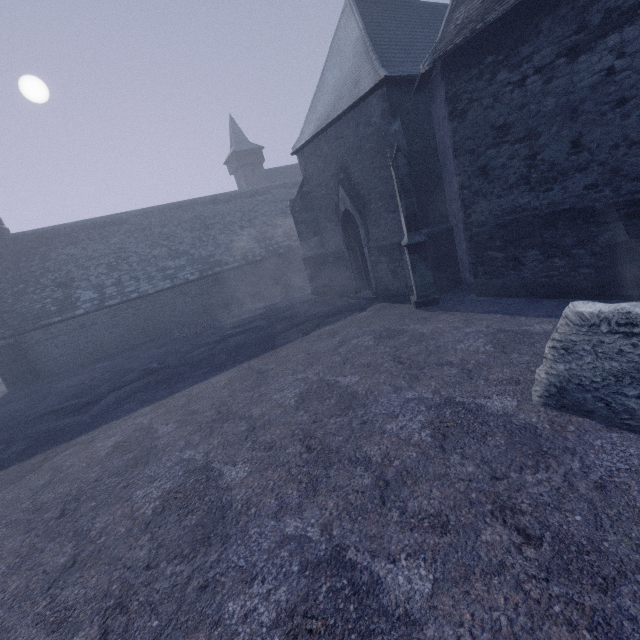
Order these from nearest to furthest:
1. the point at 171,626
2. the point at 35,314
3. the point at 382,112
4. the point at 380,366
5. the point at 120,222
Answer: the point at 171,626, the point at 380,366, the point at 382,112, the point at 35,314, the point at 120,222
